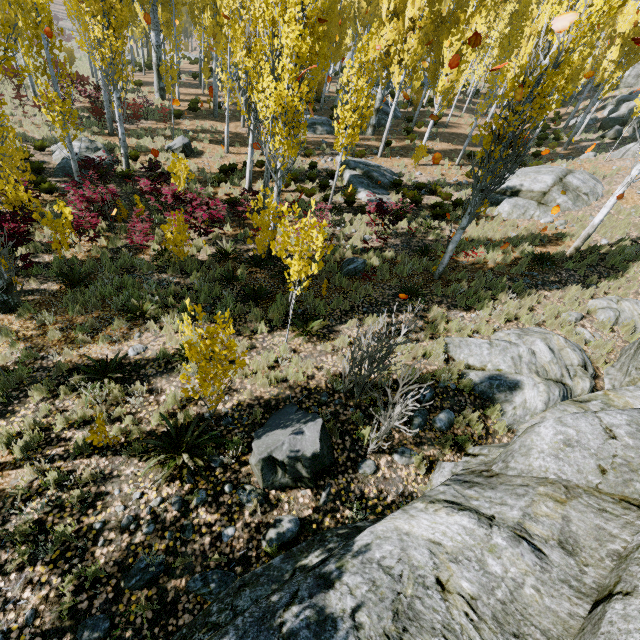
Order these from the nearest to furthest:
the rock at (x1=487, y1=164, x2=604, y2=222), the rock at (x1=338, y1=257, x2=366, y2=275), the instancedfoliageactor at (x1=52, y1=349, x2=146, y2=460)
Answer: the instancedfoliageactor at (x1=52, y1=349, x2=146, y2=460)
the rock at (x1=338, y1=257, x2=366, y2=275)
the rock at (x1=487, y1=164, x2=604, y2=222)

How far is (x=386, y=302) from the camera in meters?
9.2 m

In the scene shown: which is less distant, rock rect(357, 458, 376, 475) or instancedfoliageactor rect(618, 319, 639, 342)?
rock rect(357, 458, 376, 475)

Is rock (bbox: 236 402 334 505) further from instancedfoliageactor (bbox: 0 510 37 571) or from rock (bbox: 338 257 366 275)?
rock (bbox: 338 257 366 275)

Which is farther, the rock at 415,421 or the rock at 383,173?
the rock at 383,173

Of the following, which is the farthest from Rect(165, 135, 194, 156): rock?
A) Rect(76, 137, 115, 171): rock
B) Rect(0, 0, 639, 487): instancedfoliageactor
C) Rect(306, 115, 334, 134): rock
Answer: Rect(306, 115, 334, 134): rock

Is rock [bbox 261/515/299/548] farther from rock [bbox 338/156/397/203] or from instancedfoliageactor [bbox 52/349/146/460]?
rock [bbox 338/156/397/203]

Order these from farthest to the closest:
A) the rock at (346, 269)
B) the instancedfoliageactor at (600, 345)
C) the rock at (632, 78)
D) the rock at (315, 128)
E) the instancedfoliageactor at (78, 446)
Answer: the rock at (632, 78), the rock at (315, 128), the rock at (346, 269), the instancedfoliageactor at (600, 345), the instancedfoliageactor at (78, 446)
